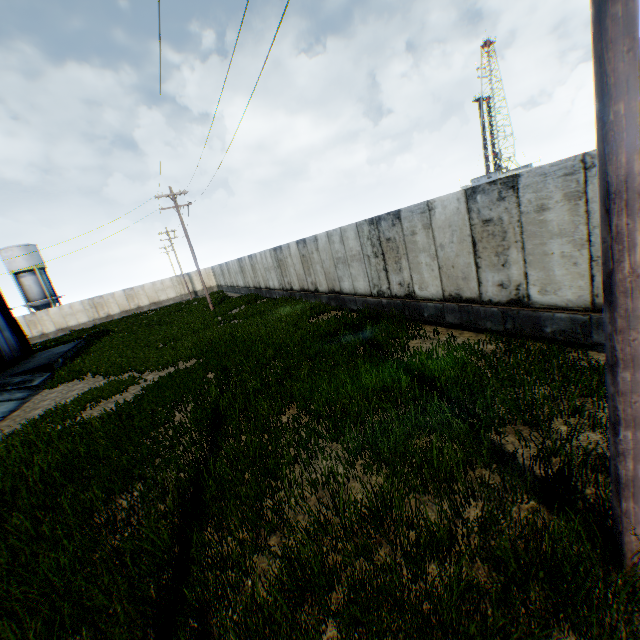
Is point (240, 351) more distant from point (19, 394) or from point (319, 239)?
point (19, 394)

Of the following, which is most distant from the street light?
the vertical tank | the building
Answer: the vertical tank

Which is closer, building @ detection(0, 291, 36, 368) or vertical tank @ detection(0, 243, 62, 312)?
building @ detection(0, 291, 36, 368)

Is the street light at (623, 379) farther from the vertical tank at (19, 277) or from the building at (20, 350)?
the vertical tank at (19, 277)

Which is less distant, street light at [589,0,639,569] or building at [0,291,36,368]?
street light at [589,0,639,569]

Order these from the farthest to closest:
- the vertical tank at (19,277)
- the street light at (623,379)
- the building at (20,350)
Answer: the vertical tank at (19,277) → the building at (20,350) → the street light at (623,379)

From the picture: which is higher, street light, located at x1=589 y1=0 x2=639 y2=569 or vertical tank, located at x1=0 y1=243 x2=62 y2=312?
vertical tank, located at x1=0 y1=243 x2=62 y2=312
